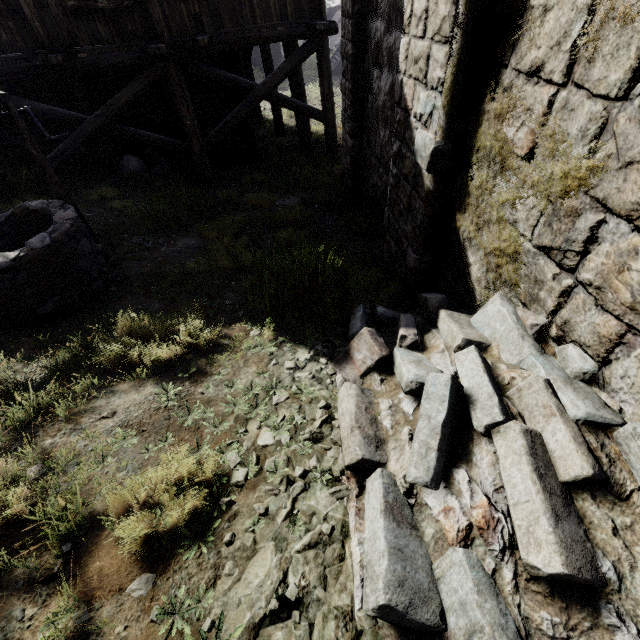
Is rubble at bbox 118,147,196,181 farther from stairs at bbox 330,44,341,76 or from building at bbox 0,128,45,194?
stairs at bbox 330,44,341,76

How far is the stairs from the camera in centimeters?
2495cm

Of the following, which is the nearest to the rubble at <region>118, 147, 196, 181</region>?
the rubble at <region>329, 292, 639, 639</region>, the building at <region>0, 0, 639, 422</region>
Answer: the building at <region>0, 0, 639, 422</region>

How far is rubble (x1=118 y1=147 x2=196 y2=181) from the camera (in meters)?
9.81

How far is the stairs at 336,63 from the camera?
25.0 meters

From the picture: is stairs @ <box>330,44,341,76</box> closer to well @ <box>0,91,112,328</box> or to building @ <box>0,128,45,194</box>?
building @ <box>0,128,45,194</box>

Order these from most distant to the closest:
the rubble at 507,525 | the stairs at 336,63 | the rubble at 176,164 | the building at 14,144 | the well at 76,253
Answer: the stairs at 336,63
the rubble at 176,164
the building at 14,144
the well at 76,253
the rubble at 507,525

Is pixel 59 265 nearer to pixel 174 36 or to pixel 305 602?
pixel 305 602
